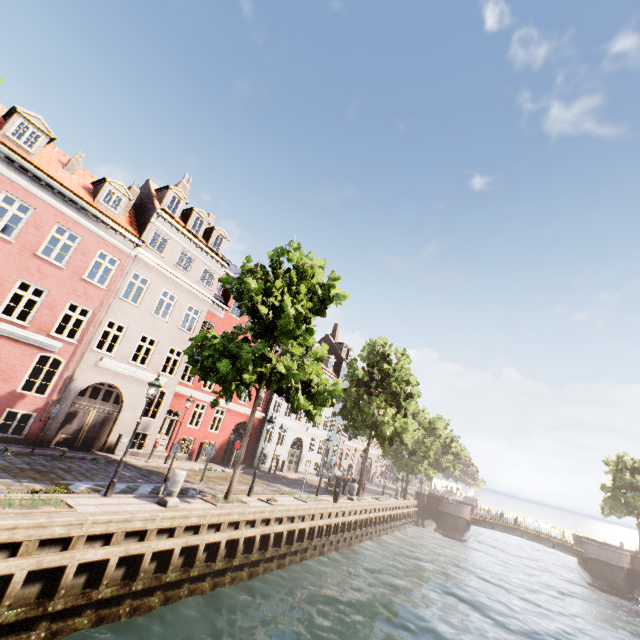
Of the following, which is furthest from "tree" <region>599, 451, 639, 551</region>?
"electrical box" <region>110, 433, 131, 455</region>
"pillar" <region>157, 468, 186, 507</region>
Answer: "electrical box" <region>110, 433, 131, 455</region>

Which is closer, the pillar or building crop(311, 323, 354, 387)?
the pillar

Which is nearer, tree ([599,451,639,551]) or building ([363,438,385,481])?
tree ([599,451,639,551])

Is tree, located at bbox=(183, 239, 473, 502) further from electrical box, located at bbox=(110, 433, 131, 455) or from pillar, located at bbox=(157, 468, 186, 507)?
electrical box, located at bbox=(110, 433, 131, 455)

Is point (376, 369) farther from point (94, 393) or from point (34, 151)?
point (34, 151)

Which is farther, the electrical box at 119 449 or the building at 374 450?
the building at 374 450

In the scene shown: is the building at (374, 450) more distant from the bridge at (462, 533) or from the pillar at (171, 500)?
the pillar at (171, 500)

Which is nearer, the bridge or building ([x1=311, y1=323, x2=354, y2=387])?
the bridge
